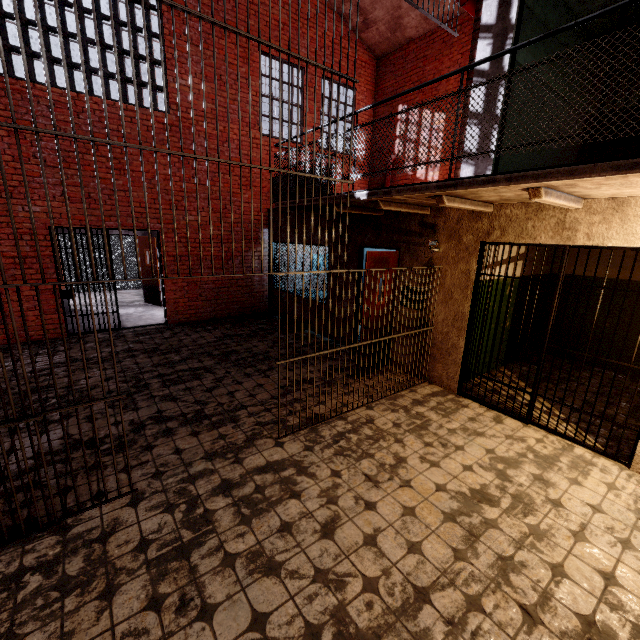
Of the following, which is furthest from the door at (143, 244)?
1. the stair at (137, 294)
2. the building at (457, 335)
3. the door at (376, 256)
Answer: the building at (457, 335)

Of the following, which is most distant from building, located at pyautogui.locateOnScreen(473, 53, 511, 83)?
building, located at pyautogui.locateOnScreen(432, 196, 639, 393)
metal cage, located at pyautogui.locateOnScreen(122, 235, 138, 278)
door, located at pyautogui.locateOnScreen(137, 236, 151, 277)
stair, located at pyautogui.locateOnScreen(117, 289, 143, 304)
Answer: stair, located at pyautogui.locateOnScreen(117, 289, 143, 304)

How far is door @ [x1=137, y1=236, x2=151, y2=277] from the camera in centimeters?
1006cm

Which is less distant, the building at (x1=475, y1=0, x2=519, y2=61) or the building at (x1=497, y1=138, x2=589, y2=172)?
the building at (x1=475, y1=0, x2=519, y2=61)

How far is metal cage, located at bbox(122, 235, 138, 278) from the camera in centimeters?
1267cm

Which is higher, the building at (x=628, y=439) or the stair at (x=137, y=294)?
the stair at (x=137, y=294)

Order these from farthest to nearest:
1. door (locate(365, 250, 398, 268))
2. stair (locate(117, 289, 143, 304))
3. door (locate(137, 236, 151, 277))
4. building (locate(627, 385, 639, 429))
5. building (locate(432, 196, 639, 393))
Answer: stair (locate(117, 289, 143, 304)) < door (locate(137, 236, 151, 277)) < door (locate(365, 250, 398, 268)) < building (locate(627, 385, 639, 429)) < building (locate(432, 196, 639, 393))

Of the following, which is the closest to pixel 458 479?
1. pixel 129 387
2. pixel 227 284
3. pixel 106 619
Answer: pixel 106 619
